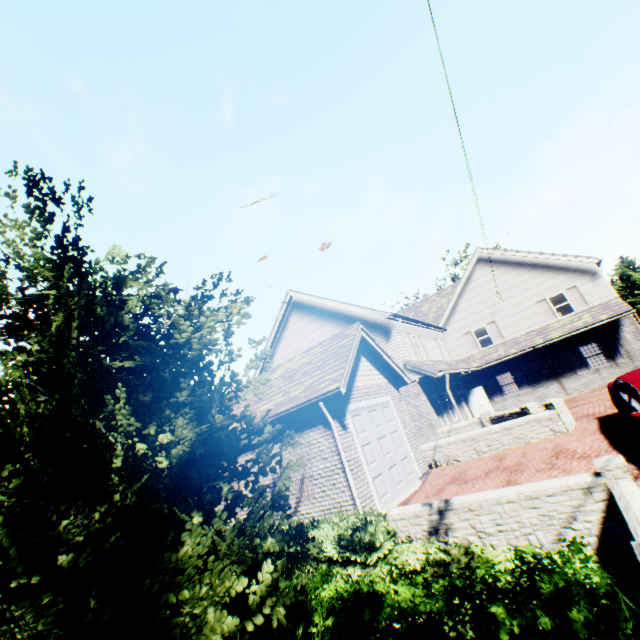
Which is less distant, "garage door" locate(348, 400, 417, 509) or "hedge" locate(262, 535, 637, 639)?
"hedge" locate(262, 535, 637, 639)

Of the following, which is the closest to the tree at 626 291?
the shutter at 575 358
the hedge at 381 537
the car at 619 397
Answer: the hedge at 381 537

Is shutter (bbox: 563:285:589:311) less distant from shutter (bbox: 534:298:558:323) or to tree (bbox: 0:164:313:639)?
shutter (bbox: 534:298:558:323)

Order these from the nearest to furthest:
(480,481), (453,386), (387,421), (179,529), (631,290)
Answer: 1. (179,529)
2. (480,481)
3. (387,421)
4. (453,386)
5. (631,290)

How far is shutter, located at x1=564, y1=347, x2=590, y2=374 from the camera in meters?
19.5

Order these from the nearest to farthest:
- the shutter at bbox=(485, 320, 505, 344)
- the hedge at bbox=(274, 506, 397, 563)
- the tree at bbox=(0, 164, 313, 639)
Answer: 1. the tree at bbox=(0, 164, 313, 639)
2. the hedge at bbox=(274, 506, 397, 563)
3. the shutter at bbox=(485, 320, 505, 344)

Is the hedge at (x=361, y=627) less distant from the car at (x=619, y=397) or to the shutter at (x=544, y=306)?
the car at (x=619, y=397)

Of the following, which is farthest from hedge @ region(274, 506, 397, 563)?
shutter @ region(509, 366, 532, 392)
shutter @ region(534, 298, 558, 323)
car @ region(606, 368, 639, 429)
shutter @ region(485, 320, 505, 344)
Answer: shutter @ region(534, 298, 558, 323)
